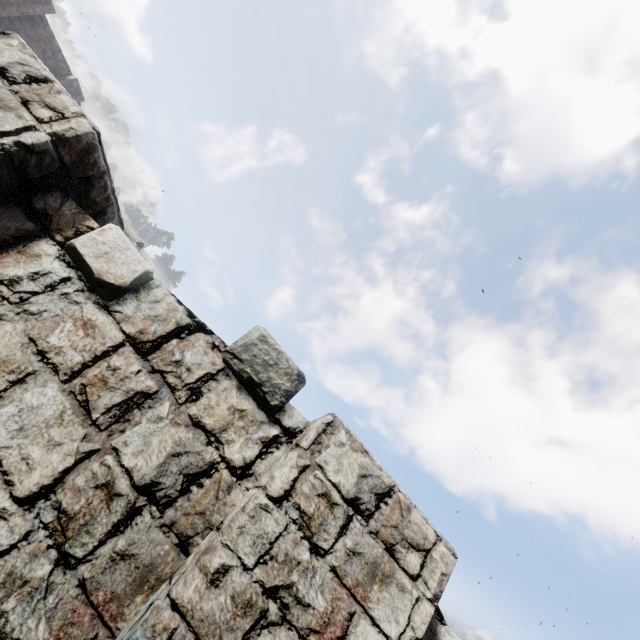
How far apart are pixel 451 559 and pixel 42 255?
3.69m
